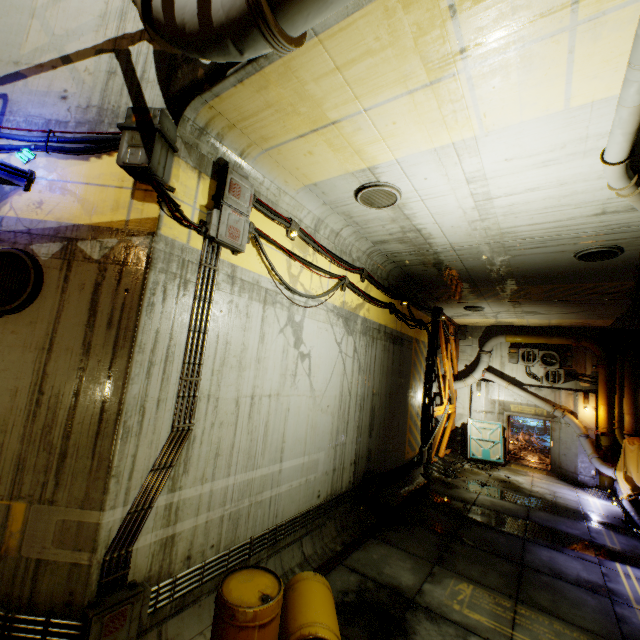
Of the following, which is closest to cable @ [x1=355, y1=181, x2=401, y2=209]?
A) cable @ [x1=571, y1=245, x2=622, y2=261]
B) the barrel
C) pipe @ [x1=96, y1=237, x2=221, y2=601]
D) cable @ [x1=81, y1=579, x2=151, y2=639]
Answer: pipe @ [x1=96, y1=237, x2=221, y2=601]

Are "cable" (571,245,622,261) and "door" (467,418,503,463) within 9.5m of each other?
no

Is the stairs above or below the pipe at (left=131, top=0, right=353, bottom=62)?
below

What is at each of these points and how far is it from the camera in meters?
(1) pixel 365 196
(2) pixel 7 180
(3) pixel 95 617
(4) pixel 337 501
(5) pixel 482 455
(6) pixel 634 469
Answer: (1) cable, 5.9 m
(2) stairs, 4.0 m
(3) cable, 3.4 m
(4) pipe, 7.7 m
(5) door, 16.0 m
(6) cloth, 11.8 m

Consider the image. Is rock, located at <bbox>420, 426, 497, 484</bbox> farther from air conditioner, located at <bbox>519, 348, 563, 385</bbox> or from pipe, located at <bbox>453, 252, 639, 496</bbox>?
air conditioner, located at <bbox>519, 348, 563, 385</bbox>

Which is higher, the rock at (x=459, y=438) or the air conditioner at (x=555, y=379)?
the air conditioner at (x=555, y=379)

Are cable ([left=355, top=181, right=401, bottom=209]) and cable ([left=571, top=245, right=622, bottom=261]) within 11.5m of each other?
yes

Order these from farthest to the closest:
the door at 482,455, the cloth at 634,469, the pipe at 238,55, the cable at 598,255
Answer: the door at 482,455, the cloth at 634,469, the cable at 598,255, the pipe at 238,55
